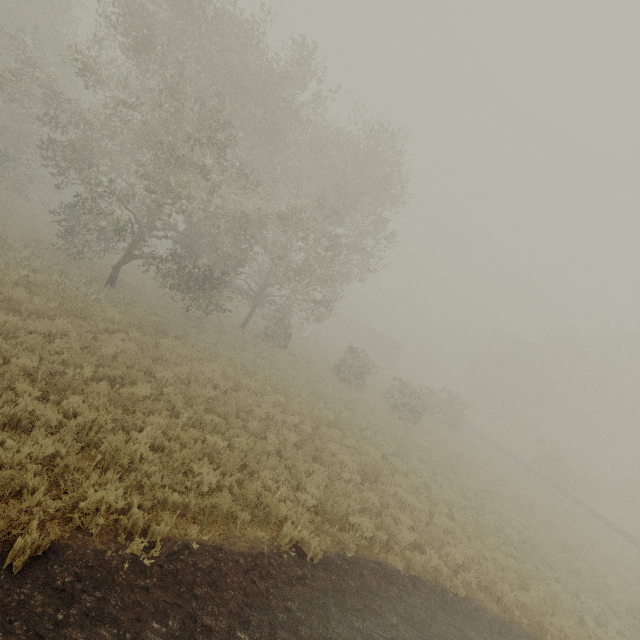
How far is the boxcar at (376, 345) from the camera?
51.5m

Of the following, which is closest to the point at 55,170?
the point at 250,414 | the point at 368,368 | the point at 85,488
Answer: the point at 368,368

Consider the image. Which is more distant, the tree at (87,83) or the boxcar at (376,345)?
the boxcar at (376,345)

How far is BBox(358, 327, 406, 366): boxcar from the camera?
51.5m

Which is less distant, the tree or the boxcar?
the tree
